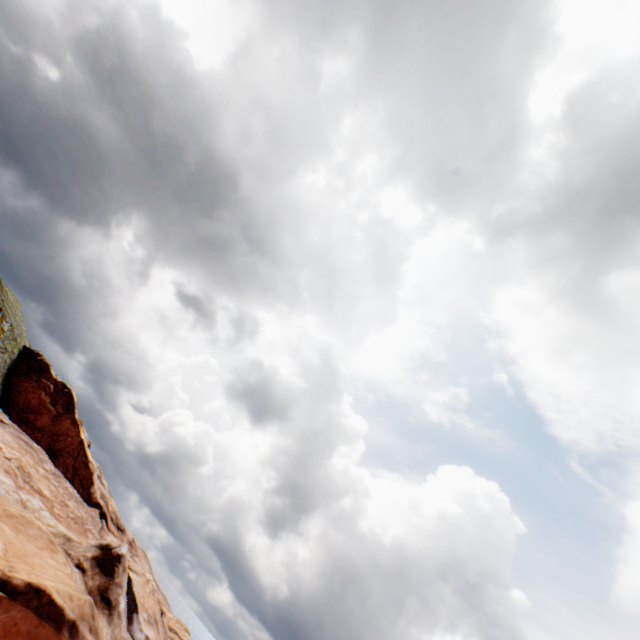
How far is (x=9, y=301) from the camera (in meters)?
49.06
